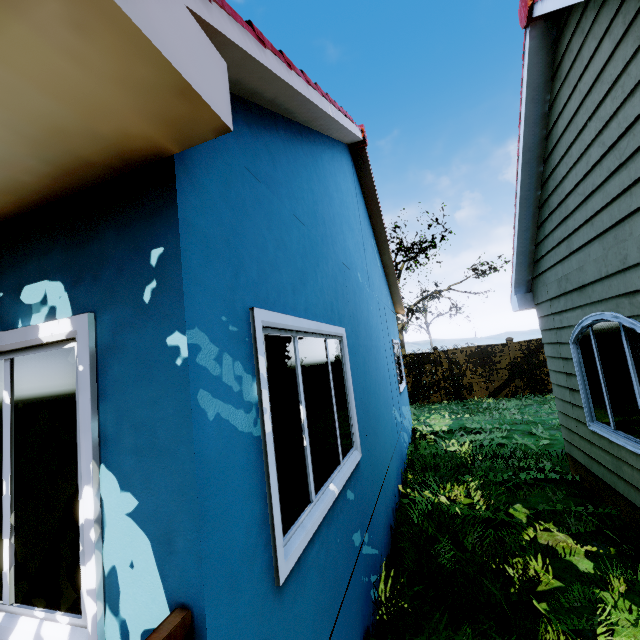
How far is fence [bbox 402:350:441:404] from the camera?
14.8m

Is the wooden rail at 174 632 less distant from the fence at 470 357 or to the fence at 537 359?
the fence at 537 359

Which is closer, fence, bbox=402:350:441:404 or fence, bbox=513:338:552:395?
fence, bbox=513:338:552:395

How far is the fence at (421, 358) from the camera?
14.8m

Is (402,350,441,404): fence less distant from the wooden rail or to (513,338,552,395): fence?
(513,338,552,395): fence

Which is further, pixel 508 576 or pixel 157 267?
pixel 508 576
